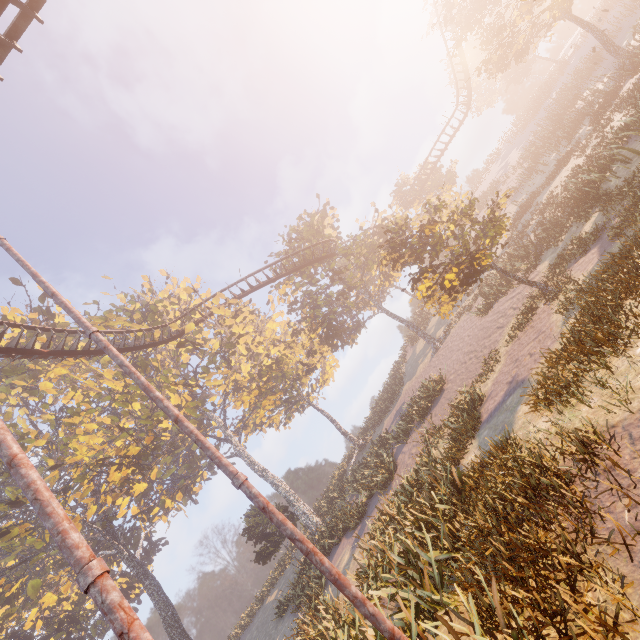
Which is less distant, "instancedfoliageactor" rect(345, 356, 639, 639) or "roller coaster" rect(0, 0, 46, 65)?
"instancedfoliageactor" rect(345, 356, 639, 639)

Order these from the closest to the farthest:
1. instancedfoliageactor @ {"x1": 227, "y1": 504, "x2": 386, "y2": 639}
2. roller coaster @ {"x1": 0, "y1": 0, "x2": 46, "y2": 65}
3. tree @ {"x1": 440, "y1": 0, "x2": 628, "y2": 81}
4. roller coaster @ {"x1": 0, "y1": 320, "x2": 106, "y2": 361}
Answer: roller coaster @ {"x1": 0, "y1": 0, "x2": 46, "y2": 65}
instancedfoliageactor @ {"x1": 227, "y1": 504, "x2": 386, "y2": 639}
roller coaster @ {"x1": 0, "y1": 320, "x2": 106, "y2": 361}
tree @ {"x1": 440, "y1": 0, "x2": 628, "y2": 81}

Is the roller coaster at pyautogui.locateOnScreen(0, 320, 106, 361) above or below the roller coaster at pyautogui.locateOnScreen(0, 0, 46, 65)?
above

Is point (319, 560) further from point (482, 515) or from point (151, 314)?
point (151, 314)

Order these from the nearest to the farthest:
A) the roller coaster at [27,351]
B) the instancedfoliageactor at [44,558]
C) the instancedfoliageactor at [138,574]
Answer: the roller coaster at [27,351] → the instancedfoliageactor at [44,558] → the instancedfoliageactor at [138,574]

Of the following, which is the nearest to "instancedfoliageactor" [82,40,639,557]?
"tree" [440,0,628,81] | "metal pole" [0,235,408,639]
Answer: "metal pole" [0,235,408,639]

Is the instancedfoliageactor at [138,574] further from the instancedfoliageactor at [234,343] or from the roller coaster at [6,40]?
the roller coaster at [6,40]
